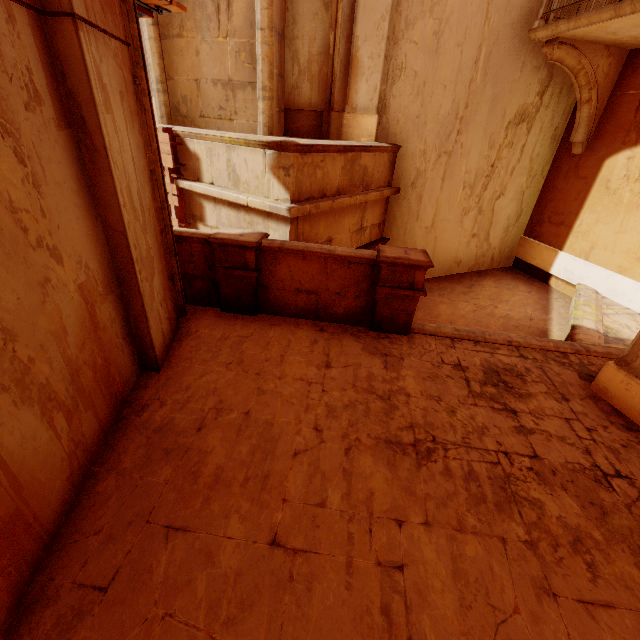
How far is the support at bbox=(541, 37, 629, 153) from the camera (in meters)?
6.12

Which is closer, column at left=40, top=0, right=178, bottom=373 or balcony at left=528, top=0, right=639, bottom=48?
column at left=40, top=0, right=178, bottom=373

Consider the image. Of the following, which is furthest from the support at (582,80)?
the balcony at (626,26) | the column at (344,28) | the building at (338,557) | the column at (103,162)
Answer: the column at (103,162)

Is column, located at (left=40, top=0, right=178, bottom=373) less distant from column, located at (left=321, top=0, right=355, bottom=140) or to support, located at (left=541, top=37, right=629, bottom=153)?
column, located at (left=321, top=0, right=355, bottom=140)

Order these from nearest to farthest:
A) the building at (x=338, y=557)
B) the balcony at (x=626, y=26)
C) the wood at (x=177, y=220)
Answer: the building at (x=338, y=557) < the balcony at (x=626, y=26) < the wood at (x=177, y=220)

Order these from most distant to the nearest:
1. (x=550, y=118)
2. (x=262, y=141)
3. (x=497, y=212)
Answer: (x=497, y=212), (x=550, y=118), (x=262, y=141)

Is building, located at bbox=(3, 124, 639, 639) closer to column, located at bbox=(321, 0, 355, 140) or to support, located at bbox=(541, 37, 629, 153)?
column, located at bbox=(321, 0, 355, 140)

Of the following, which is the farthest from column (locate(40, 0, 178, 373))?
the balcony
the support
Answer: the support
